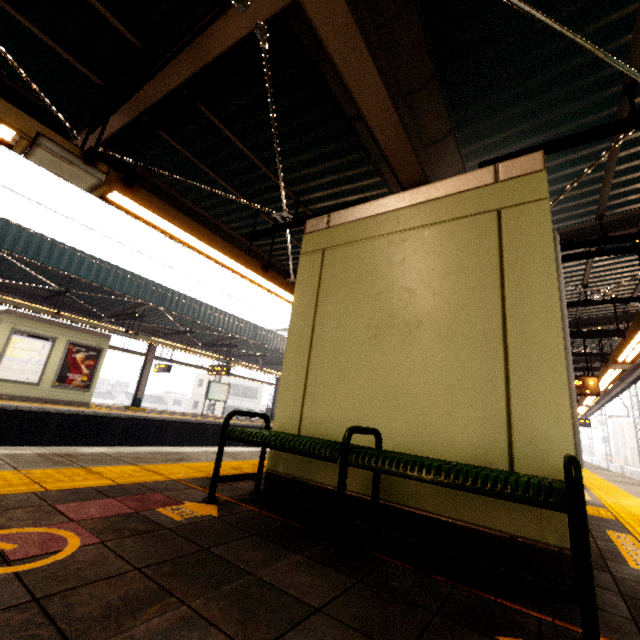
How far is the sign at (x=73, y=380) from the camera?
12.08m

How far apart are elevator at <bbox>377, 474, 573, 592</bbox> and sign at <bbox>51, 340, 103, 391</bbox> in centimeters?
1257cm

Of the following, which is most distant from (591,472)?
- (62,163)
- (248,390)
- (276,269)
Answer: (248,390)

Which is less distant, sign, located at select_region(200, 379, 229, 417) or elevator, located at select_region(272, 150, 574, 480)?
elevator, located at select_region(272, 150, 574, 480)

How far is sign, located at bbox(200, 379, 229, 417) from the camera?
18.6m

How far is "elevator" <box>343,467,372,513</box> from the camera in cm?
250

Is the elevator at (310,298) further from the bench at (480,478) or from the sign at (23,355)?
the sign at (23,355)

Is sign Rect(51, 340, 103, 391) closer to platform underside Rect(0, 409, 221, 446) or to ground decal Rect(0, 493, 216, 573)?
platform underside Rect(0, 409, 221, 446)
